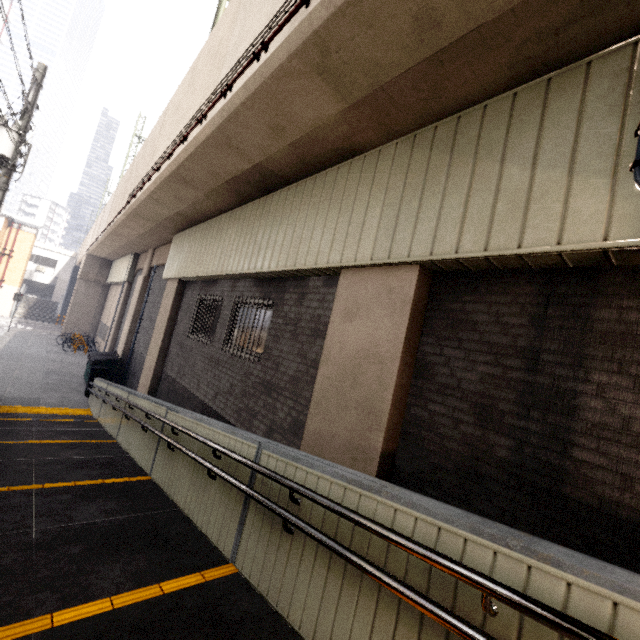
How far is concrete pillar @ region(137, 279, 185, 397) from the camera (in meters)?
11.02

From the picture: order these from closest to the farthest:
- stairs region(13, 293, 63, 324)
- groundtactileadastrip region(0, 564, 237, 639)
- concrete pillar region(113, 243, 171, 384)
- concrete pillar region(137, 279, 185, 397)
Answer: groundtactileadastrip region(0, 564, 237, 639), concrete pillar region(137, 279, 185, 397), concrete pillar region(113, 243, 171, 384), stairs region(13, 293, 63, 324)

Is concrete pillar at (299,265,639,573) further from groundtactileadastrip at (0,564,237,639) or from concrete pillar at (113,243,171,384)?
concrete pillar at (113,243,171,384)

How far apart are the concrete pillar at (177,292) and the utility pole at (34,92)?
4.18m

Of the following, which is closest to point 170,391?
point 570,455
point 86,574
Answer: point 86,574

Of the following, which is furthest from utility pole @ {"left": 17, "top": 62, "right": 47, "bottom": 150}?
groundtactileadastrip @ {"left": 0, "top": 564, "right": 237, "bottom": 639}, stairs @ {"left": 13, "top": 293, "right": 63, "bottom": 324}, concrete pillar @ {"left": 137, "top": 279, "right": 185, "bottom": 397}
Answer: stairs @ {"left": 13, "top": 293, "right": 63, "bottom": 324}

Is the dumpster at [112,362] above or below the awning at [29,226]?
below

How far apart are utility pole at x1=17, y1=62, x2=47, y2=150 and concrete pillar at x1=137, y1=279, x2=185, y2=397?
4.2m
